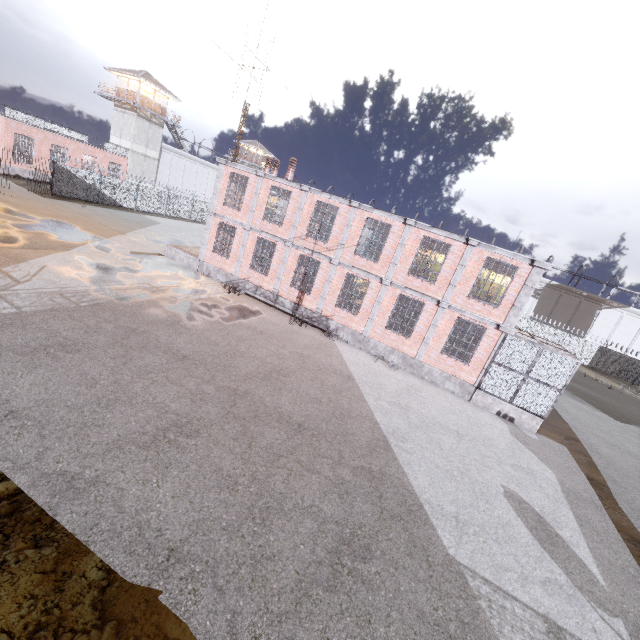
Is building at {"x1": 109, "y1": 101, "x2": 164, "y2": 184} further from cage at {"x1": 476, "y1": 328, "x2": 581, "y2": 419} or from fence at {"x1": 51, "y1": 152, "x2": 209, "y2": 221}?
cage at {"x1": 476, "y1": 328, "x2": 581, "y2": 419}

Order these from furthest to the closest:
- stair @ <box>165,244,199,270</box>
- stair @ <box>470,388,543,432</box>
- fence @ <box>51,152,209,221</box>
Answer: fence @ <box>51,152,209,221</box> → stair @ <box>165,244,199,270</box> → stair @ <box>470,388,543,432</box>

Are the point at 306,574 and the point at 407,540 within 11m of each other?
yes

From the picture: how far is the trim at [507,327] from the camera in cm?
1426

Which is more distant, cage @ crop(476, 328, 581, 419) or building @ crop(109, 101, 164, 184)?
building @ crop(109, 101, 164, 184)

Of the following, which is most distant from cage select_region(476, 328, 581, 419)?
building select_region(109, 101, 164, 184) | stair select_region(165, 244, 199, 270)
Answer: building select_region(109, 101, 164, 184)

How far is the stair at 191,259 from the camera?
21.3 meters

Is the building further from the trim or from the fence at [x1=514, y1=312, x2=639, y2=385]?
the trim
